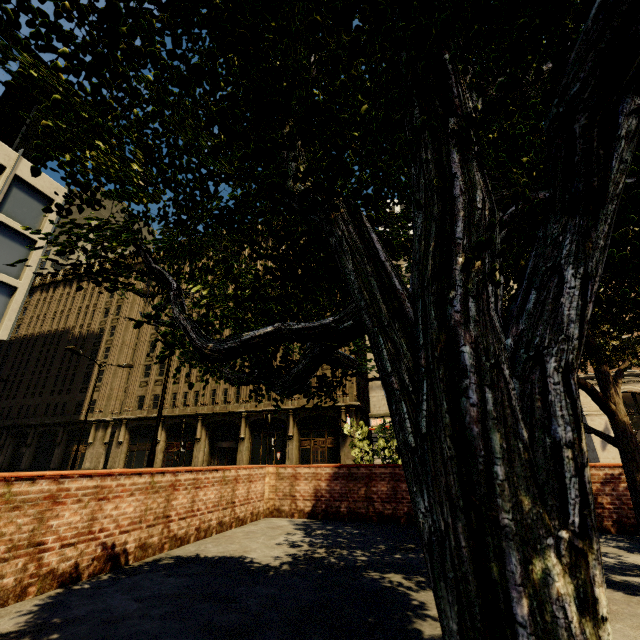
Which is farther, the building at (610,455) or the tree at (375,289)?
the building at (610,455)

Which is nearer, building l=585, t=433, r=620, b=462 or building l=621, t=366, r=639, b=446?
building l=585, t=433, r=620, b=462

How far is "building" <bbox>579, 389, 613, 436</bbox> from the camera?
22.1m

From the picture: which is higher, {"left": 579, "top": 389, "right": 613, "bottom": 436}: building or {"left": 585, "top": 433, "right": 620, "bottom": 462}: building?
{"left": 579, "top": 389, "right": 613, "bottom": 436}: building

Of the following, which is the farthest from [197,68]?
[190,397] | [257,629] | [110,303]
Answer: [110,303]

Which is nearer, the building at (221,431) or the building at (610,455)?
the building at (610,455)
